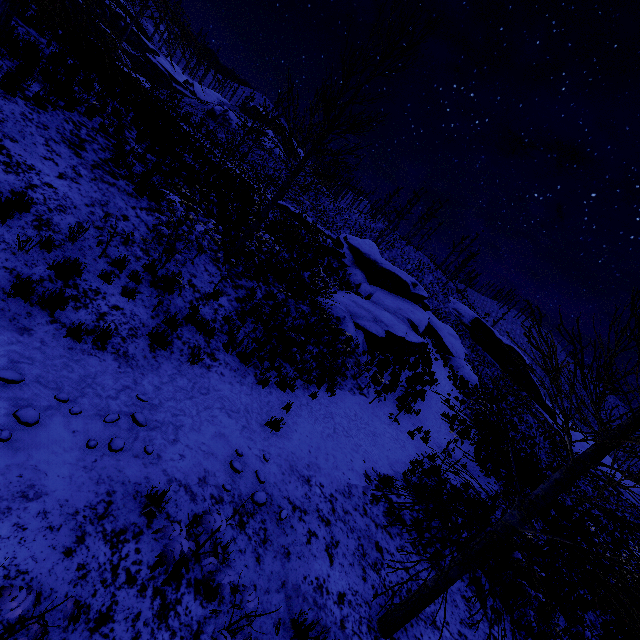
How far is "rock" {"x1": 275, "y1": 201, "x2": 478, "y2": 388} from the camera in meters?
15.7

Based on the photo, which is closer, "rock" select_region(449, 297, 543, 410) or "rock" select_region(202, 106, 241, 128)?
"rock" select_region(449, 297, 543, 410)

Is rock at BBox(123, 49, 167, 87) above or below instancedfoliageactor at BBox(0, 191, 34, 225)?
above

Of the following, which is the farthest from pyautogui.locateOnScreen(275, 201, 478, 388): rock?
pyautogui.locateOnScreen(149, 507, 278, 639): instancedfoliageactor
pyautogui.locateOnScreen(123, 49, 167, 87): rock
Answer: pyautogui.locateOnScreen(123, 49, 167, 87): rock

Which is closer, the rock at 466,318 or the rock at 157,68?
the rock at 466,318

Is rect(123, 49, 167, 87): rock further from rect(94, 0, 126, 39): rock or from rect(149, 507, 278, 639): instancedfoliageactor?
rect(149, 507, 278, 639): instancedfoliageactor

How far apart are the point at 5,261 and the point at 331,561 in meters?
6.8

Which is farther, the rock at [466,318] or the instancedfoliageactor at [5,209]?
the rock at [466,318]
